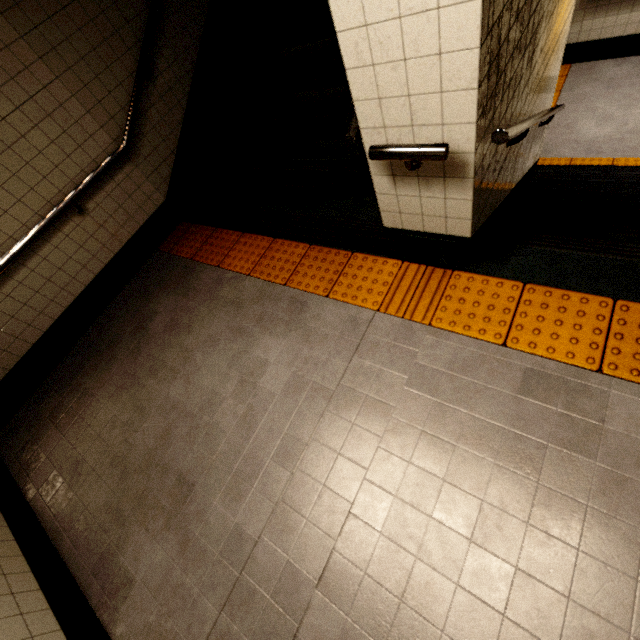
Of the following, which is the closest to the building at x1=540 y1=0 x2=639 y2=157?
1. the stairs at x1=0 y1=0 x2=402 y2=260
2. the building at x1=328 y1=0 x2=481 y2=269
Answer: the stairs at x1=0 y1=0 x2=402 y2=260

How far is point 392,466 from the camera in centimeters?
181cm

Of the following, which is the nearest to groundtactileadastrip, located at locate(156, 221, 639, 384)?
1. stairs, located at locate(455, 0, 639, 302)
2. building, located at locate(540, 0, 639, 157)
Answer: stairs, located at locate(455, 0, 639, 302)

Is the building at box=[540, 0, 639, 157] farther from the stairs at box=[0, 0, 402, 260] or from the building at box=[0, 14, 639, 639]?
the building at box=[0, 14, 639, 639]

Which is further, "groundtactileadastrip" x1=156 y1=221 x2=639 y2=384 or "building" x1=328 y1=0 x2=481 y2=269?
"groundtactileadastrip" x1=156 y1=221 x2=639 y2=384

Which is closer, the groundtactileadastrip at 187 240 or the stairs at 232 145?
the groundtactileadastrip at 187 240

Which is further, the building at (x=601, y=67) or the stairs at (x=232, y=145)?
the building at (x=601, y=67)

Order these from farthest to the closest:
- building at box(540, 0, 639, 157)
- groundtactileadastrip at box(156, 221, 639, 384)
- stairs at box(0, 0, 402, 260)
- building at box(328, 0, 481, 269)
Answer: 1. building at box(540, 0, 639, 157)
2. stairs at box(0, 0, 402, 260)
3. groundtactileadastrip at box(156, 221, 639, 384)
4. building at box(328, 0, 481, 269)
